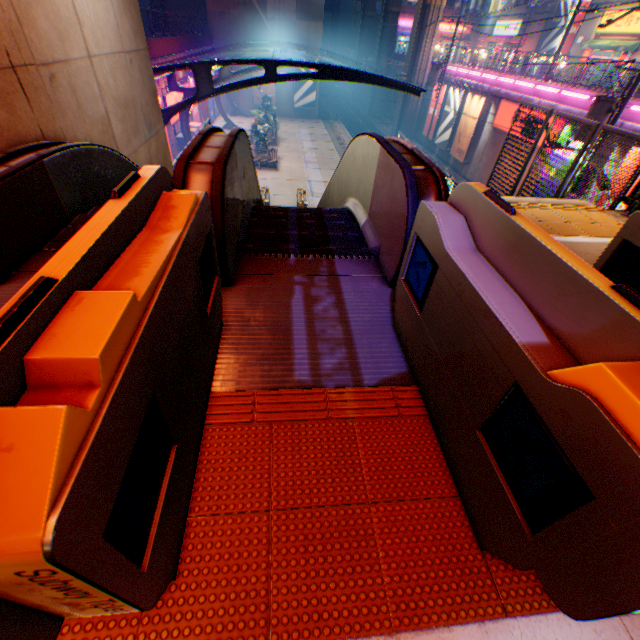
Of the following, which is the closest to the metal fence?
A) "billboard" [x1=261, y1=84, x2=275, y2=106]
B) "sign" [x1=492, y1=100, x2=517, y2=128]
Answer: "sign" [x1=492, y1=100, x2=517, y2=128]

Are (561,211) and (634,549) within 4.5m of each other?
no

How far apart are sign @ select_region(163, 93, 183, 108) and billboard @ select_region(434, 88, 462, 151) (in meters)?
21.25

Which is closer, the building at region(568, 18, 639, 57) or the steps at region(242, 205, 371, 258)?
the steps at region(242, 205, 371, 258)

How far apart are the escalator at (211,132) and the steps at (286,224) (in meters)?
0.01

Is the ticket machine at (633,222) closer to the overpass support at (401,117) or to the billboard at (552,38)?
the overpass support at (401,117)

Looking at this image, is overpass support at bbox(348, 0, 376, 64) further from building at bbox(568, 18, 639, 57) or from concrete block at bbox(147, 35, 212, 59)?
building at bbox(568, 18, 639, 57)

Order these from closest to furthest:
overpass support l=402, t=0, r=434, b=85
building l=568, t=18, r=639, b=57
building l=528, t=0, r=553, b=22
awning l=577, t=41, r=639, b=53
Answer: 1. awning l=577, t=41, r=639, b=53
2. building l=568, t=18, r=639, b=57
3. overpass support l=402, t=0, r=434, b=85
4. building l=528, t=0, r=553, b=22
